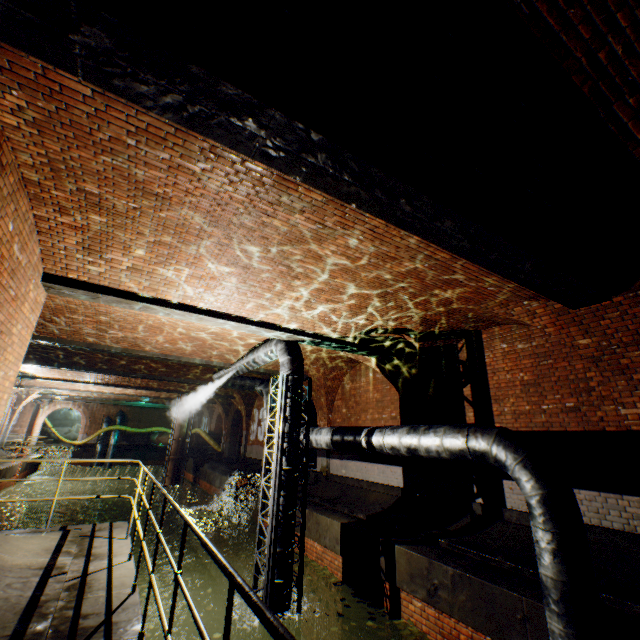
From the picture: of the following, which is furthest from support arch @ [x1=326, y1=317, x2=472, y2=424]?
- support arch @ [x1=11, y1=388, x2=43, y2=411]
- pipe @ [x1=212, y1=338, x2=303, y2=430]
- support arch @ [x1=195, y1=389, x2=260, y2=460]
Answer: support arch @ [x1=11, y1=388, x2=43, y2=411]

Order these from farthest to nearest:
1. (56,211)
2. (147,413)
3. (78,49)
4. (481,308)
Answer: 1. (147,413)
2. (481,308)
3. (56,211)
4. (78,49)

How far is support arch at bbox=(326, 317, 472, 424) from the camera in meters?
8.2 m

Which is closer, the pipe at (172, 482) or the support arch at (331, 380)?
the support arch at (331, 380)

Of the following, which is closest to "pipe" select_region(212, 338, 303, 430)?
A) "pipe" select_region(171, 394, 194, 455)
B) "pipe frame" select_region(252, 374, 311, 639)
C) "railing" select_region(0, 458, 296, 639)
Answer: "pipe frame" select_region(252, 374, 311, 639)

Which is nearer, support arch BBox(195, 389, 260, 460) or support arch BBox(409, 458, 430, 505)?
support arch BBox(409, 458, 430, 505)

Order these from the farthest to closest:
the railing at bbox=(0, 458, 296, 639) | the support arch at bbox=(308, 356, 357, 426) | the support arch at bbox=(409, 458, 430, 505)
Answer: the support arch at bbox=(308, 356, 357, 426)
the support arch at bbox=(409, 458, 430, 505)
the railing at bbox=(0, 458, 296, 639)

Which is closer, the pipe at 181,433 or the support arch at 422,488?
the support arch at 422,488
